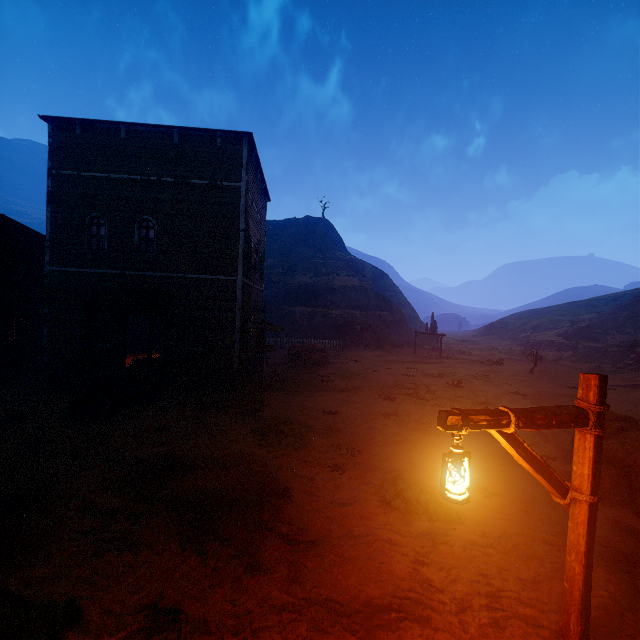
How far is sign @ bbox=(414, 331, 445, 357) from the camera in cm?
2883

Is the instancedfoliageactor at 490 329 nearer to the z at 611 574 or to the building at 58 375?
the z at 611 574

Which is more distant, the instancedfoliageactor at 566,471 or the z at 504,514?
the instancedfoliageactor at 566,471

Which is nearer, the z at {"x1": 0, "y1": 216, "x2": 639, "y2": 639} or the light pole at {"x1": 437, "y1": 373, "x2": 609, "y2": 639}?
the light pole at {"x1": 437, "y1": 373, "x2": 609, "y2": 639}

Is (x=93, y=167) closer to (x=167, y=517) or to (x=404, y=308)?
(x=167, y=517)

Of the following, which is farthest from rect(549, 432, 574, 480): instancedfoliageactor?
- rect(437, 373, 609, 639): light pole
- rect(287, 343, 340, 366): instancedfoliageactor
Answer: rect(287, 343, 340, 366): instancedfoliageactor

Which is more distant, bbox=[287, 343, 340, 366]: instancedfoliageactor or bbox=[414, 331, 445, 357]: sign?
bbox=[414, 331, 445, 357]: sign

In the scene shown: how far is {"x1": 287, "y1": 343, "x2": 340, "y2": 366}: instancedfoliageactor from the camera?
21.3 meters
